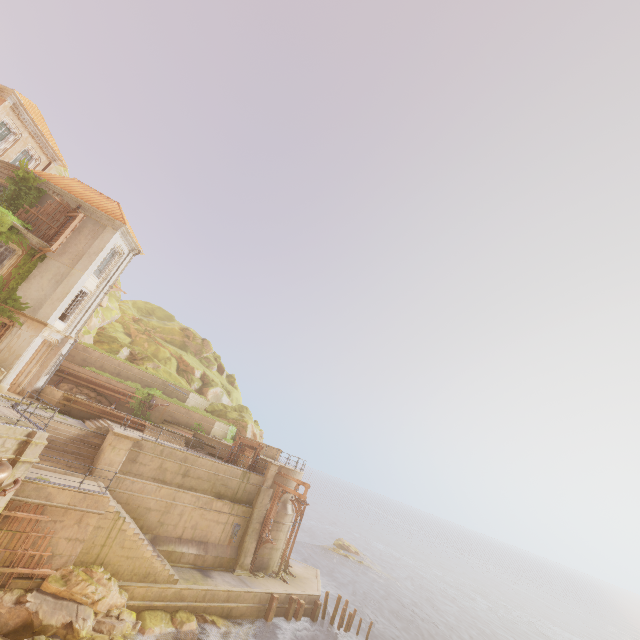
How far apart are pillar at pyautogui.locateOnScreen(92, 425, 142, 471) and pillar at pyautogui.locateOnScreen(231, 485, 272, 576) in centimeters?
962cm

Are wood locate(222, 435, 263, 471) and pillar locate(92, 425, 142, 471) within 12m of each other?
yes

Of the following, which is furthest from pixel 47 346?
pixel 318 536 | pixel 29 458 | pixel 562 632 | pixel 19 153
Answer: pixel 562 632

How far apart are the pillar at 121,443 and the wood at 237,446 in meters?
7.1 m

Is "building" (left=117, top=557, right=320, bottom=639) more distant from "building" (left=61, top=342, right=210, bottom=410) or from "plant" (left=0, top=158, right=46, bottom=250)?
"plant" (left=0, top=158, right=46, bottom=250)

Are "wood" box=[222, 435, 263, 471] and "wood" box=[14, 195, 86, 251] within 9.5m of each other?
no

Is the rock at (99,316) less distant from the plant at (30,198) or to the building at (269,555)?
the building at (269,555)

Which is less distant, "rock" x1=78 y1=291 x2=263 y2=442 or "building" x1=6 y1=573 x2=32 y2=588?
"building" x1=6 y1=573 x2=32 y2=588
